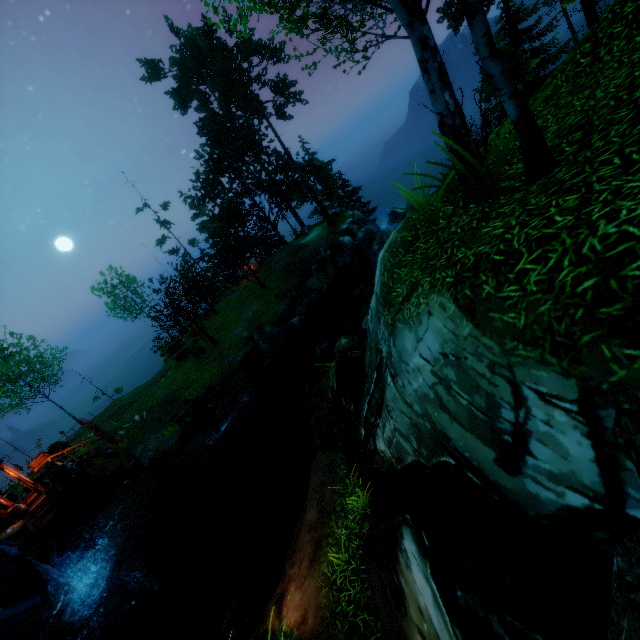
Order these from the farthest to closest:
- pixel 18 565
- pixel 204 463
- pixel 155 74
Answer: pixel 155 74, pixel 204 463, pixel 18 565

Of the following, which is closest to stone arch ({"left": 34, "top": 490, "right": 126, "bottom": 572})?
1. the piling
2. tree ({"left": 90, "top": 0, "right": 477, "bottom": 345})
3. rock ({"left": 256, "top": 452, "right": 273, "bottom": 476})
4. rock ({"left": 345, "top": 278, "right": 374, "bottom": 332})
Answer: the piling

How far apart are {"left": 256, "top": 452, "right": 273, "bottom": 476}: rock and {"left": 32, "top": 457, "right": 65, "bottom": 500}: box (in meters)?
9.94

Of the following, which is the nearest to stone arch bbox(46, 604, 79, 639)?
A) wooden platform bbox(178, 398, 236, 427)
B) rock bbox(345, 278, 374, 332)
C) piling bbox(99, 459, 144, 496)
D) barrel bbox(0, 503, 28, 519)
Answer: piling bbox(99, 459, 144, 496)

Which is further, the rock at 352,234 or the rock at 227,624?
the rock at 352,234

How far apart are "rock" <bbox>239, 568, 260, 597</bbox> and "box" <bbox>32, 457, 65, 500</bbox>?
12.85m

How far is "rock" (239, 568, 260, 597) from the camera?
9.35m

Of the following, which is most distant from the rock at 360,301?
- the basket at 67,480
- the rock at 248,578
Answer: the basket at 67,480
